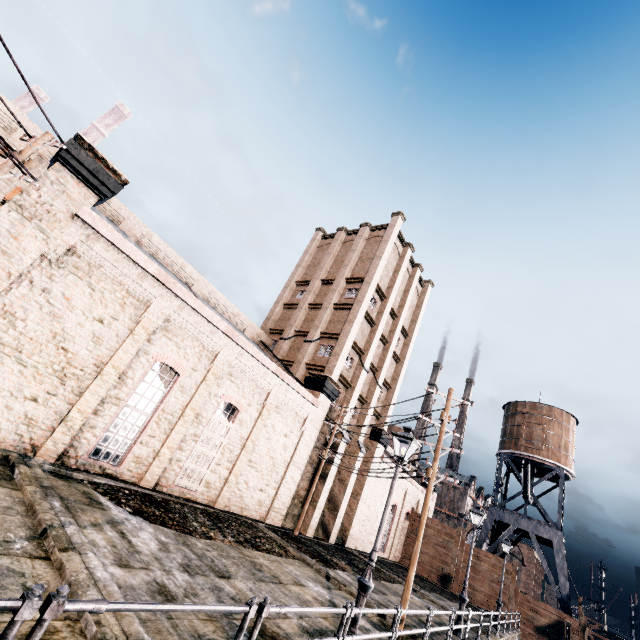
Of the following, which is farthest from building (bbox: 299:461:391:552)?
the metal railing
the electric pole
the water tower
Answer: the metal railing

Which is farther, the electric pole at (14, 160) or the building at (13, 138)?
the building at (13, 138)

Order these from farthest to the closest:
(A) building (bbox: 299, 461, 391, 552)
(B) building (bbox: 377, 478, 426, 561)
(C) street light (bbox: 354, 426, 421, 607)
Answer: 1. (B) building (bbox: 377, 478, 426, 561)
2. (A) building (bbox: 299, 461, 391, 552)
3. (C) street light (bbox: 354, 426, 421, 607)

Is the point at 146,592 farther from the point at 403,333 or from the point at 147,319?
the point at 403,333

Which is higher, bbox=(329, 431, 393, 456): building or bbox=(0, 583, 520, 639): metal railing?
bbox=(329, 431, 393, 456): building

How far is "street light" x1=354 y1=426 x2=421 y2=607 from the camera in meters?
8.4 m

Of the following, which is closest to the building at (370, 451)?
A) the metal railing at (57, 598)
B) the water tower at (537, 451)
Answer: the water tower at (537, 451)

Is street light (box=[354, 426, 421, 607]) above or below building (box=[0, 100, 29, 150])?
below
